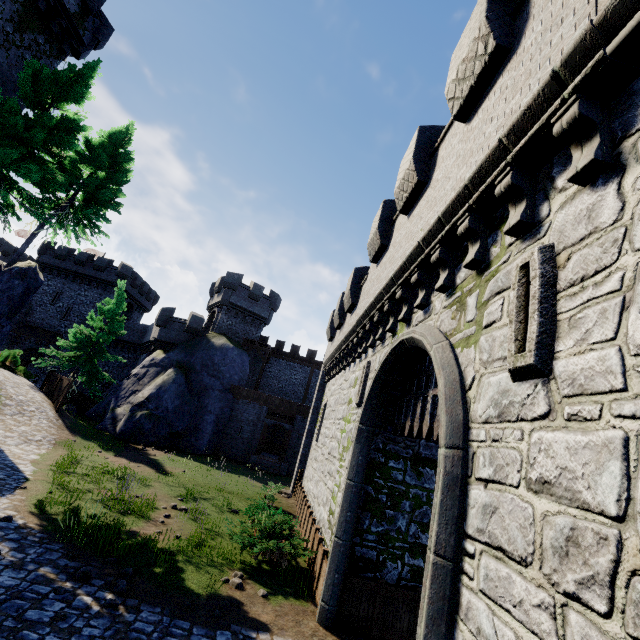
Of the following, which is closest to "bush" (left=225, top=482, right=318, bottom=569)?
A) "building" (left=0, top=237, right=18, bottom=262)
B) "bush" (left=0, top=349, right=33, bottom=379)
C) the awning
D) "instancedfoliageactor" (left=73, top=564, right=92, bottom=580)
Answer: "instancedfoliageactor" (left=73, top=564, right=92, bottom=580)

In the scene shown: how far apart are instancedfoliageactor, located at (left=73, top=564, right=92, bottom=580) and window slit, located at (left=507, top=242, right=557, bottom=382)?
9.1 meters

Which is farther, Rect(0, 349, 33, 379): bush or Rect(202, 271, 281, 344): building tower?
Rect(202, 271, 281, 344): building tower

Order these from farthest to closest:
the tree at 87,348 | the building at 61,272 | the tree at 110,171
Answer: the building at 61,272 → the tree at 87,348 → the tree at 110,171

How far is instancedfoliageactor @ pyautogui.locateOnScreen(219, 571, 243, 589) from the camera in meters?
8.0 m

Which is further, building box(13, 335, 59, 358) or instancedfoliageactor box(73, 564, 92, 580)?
building box(13, 335, 59, 358)

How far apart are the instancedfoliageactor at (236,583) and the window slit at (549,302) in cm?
845

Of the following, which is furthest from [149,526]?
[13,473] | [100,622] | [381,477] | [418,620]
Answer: [418,620]
